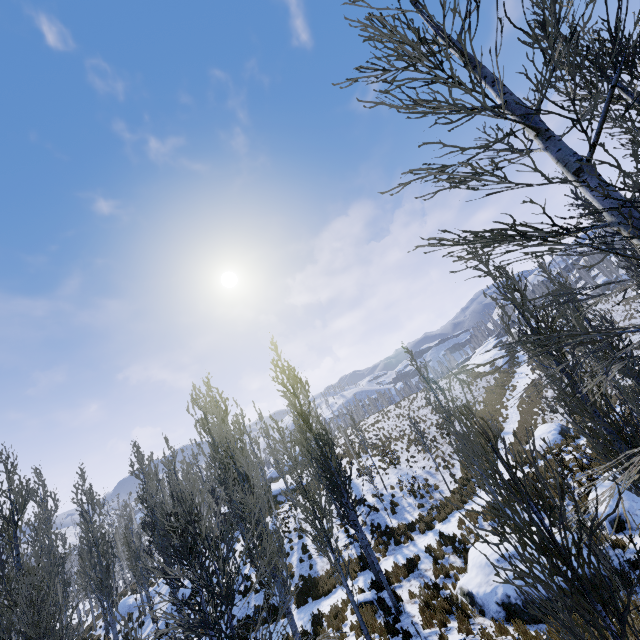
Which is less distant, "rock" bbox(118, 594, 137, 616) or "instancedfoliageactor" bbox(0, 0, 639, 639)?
"instancedfoliageactor" bbox(0, 0, 639, 639)

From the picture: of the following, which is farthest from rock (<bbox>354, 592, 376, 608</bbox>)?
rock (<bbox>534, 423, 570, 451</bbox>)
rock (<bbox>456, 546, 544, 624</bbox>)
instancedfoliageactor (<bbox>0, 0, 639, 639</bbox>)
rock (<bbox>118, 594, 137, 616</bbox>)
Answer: rock (<bbox>118, 594, 137, 616</bbox>)

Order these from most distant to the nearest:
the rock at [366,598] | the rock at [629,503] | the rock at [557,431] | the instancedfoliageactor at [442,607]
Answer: the rock at [557,431], the rock at [366,598], the rock at [629,503], the instancedfoliageactor at [442,607]

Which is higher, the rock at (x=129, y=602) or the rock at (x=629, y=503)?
the rock at (x=129, y=602)

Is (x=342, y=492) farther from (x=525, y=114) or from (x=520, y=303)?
(x=525, y=114)

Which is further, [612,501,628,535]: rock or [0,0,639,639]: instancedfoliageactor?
[612,501,628,535]: rock

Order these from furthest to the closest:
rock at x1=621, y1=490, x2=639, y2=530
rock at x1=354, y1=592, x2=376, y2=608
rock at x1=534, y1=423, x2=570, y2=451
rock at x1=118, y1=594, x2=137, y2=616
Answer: rock at x1=118, y1=594, x2=137, y2=616, rock at x1=534, y1=423, x2=570, y2=451, rock at x1=354, y1=592, x2=376, y2=608, rock at x1=621, y1=490, x2=639, y2=530

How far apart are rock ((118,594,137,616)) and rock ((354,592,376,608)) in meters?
23.6 m
